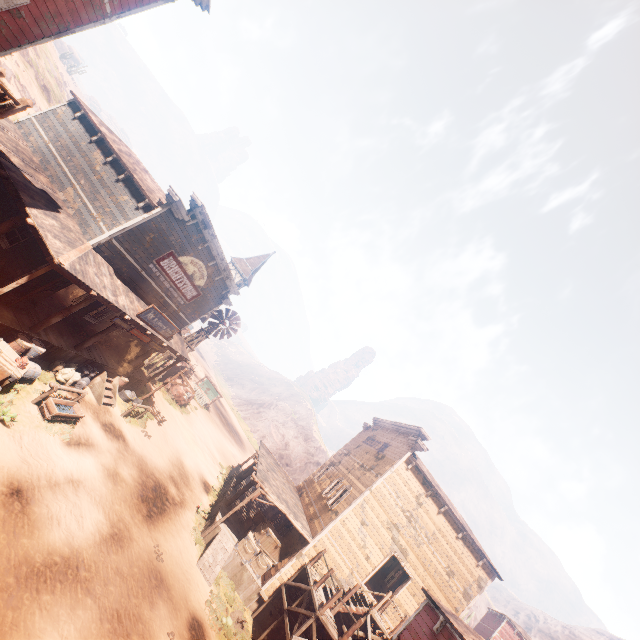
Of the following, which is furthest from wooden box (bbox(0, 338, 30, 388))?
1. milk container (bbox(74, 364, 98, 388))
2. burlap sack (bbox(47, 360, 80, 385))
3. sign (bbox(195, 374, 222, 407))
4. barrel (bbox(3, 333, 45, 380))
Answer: sign (bbox(195, 374, 222, 407))

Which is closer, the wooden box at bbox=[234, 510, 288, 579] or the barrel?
the barrel

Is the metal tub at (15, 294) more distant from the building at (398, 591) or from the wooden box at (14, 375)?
the wooden box at (14, 375)

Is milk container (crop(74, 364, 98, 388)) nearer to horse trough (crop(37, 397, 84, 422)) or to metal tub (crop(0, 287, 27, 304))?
horse trough (crop(37, 397, 84, 422))

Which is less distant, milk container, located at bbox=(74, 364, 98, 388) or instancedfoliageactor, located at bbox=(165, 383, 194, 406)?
milk container, located at bbox=(74, 364, 98, 388)

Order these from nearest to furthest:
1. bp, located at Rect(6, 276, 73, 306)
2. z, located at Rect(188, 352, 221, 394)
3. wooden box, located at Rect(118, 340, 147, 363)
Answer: bp, located at Rect(6, 276, 73, 306) < wooden box, located at Rect(118, 340, 147, 363) < z, located at Rect(188, 352, 221, 394)

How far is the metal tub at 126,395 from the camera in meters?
17.7

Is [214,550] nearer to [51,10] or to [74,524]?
[74,524]
